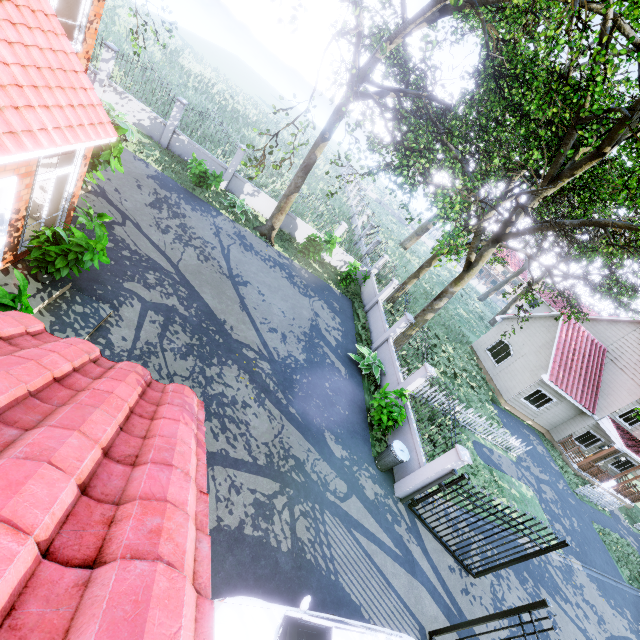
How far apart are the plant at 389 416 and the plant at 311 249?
7.8m

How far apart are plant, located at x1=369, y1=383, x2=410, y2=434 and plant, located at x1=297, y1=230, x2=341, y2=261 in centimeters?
785cm

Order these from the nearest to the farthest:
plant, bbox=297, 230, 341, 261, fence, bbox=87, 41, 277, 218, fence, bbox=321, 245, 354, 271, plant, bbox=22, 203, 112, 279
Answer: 1. plant, bbox=22, 203, 112, 279
2. fence, bbox=87, 41, 277, 218
3. plant, bbox=297, 230, 341, 261
4. fence, bbox=321, 245, 354, 271

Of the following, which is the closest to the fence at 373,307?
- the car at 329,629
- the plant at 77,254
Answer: the car at 329,629

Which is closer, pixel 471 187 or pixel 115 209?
pixel 471 187

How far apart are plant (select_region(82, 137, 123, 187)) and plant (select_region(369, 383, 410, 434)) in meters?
10.1

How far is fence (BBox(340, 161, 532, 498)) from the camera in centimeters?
923cm

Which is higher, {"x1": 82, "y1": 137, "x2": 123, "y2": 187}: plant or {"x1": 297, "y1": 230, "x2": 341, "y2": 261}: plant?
{"x1": 82, "y1": 137, "x2": 123, "y2": 187}: plant
